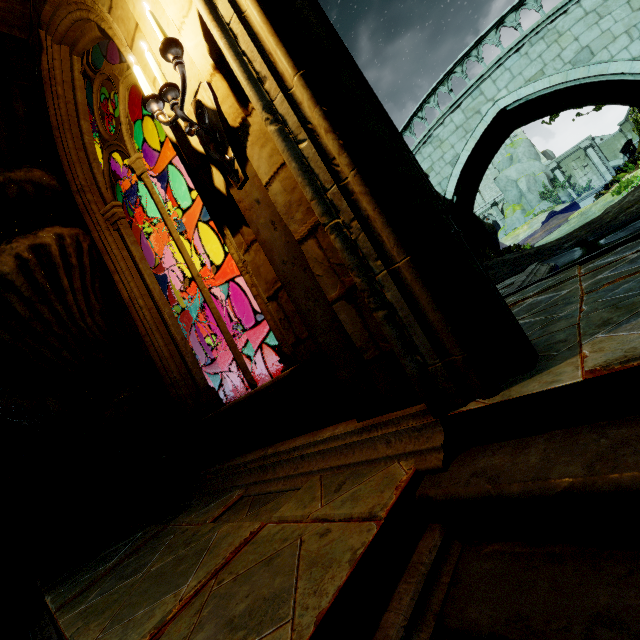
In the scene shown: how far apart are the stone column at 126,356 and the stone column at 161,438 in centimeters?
32cm

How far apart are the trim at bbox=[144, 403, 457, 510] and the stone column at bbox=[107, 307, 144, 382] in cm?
130

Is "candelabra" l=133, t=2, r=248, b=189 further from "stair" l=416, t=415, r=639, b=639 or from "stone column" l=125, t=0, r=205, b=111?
"stair" l=416, t=415, r=639, b=639

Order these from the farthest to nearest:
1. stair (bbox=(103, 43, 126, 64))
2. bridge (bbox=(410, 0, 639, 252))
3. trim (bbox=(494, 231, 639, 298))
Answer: bridge (bbox=(410, 0, 639, 252))
stair (bbox=(103, 43, 126, 64))
trim (bbox=(494, 231, 639, 298))

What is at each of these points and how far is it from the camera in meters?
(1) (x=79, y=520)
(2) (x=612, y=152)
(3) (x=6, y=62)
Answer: (1) rock, 4.1
(2) bridge arch, 37.2
(3) wooden beam, 3.4

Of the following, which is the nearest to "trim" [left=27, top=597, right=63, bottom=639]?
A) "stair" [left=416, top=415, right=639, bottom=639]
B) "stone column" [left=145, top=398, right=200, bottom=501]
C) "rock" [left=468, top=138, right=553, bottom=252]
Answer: "stair" [left=416, top=415, right=639, bottom=639]

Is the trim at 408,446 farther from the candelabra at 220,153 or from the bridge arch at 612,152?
the bridge arch at 612,152

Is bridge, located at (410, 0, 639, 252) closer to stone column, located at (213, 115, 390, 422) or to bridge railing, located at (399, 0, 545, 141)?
bridge railing, located at (399, 0, 545, 141)
